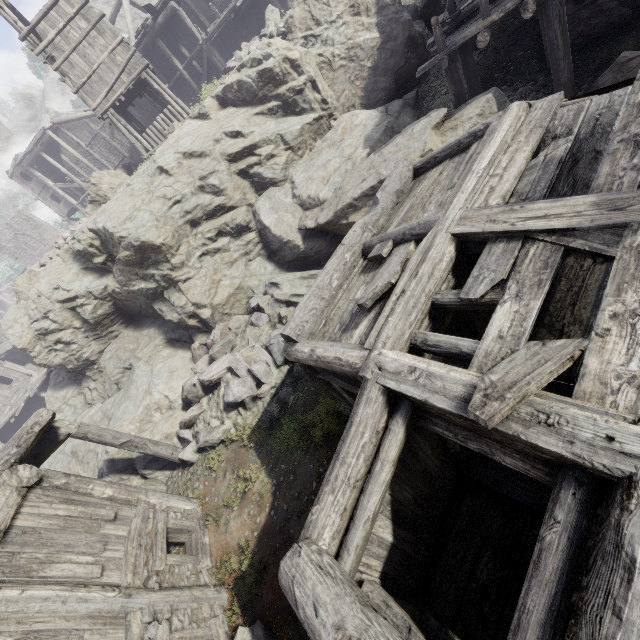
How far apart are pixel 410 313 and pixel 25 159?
43.6m

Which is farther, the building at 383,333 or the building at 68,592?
the building at 68,592

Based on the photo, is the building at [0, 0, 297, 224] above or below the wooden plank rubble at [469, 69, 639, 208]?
above

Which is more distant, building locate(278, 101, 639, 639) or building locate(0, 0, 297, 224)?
building locate(0, 0, 297, 224)

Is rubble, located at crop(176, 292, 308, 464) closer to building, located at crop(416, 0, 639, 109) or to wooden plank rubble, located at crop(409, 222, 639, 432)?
building, located at crop(416, 0, 639, 109)

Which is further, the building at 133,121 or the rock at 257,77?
the building at 133,121

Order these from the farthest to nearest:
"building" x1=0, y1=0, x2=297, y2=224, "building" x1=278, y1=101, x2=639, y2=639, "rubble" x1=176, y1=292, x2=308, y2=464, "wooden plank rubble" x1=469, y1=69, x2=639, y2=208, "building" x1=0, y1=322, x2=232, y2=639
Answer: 1. "building" x1=0, y1=0, x2=297, y2=224
2. "rubble" x1=176, y1=292, x2=308, y2=464
3. "building" x1=0, y1=322, x2=232, y2=639
4. "wooden plank rubble" x1=469, y1=69, x2=639, y2=208
5. "building" x1=278, y1=101, x2=639, y2=639

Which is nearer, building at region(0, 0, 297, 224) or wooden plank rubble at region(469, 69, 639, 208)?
wooden plank rubble at region(469, 69, 639, 208)
